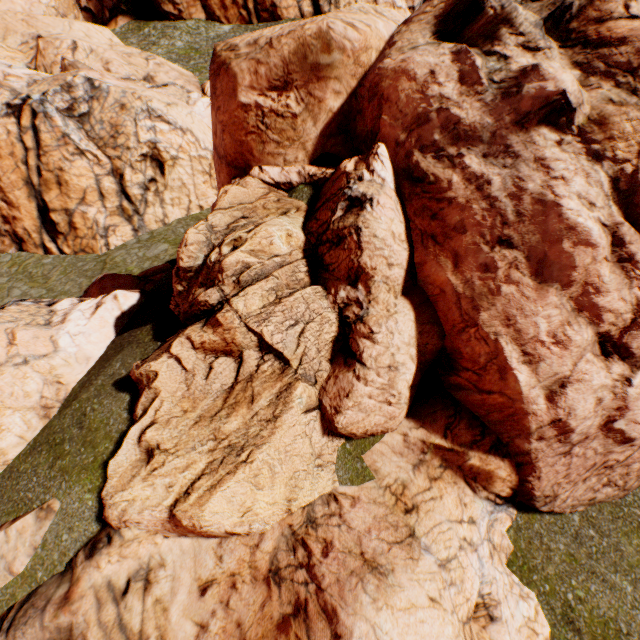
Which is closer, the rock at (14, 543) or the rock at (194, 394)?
the rock at (194, 394)

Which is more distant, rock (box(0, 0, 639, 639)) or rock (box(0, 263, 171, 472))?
rock (box(0, 263, 171, 472))

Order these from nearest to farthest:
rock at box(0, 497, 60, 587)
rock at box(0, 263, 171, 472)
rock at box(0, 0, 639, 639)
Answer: rock at box(0, 0, 639, 639) → rock at box(0, 497, 60, 587) → rock at box(0, 263, 171, 472)

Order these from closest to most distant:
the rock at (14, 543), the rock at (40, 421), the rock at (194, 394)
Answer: the rock at (194, 394)
the rock at (14, 543)
the rock at (40, 421)

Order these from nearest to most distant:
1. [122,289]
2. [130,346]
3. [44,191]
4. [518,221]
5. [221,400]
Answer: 1. [518,221]
2. [221,400]
3. [130,346]
4. [122,289]
5. [44,191]
